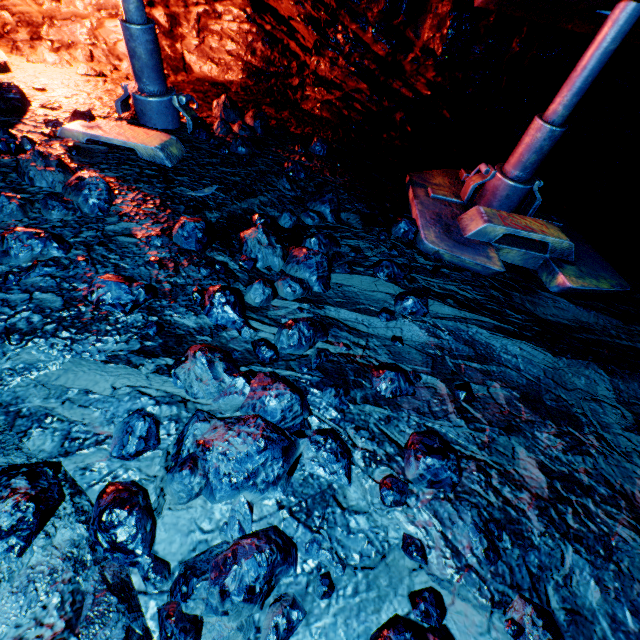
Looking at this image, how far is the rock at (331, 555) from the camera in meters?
1.1 m

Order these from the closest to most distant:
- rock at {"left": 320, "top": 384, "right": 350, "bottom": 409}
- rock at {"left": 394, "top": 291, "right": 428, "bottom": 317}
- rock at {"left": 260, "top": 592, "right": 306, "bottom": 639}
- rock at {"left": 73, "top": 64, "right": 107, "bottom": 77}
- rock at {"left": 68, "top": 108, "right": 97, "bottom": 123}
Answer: rock at {"left": 260, "top": 592, "right": 306, "bottom": 639} < rock at {"left": 320, "top": 384, "right": 350, "bottom": 409} < rock at {"left": 394, "top": 291, "right": 428, "bottom": 317} < rock at {"left": 68, "top": 108, "right": 97, "bottom": 123} < rock at {"left": 73, "top": 64, "right": 107, "bottom": 77}

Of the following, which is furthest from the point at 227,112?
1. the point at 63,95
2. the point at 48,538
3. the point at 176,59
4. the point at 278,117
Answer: the point at 48,538

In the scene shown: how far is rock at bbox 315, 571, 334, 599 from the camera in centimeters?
103cm

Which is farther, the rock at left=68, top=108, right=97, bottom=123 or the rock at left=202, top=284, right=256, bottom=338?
the rock at left=68, top=108, right=97, bottom=123

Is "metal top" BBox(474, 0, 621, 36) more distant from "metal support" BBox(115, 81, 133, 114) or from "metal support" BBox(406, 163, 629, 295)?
"metal support" BBox(115, 81, 133, 114)

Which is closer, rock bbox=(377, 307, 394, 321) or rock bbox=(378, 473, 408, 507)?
rock bbox=(378, 473, 408, 507)

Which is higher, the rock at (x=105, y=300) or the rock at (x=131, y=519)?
the rock at (x=105, y=300)
